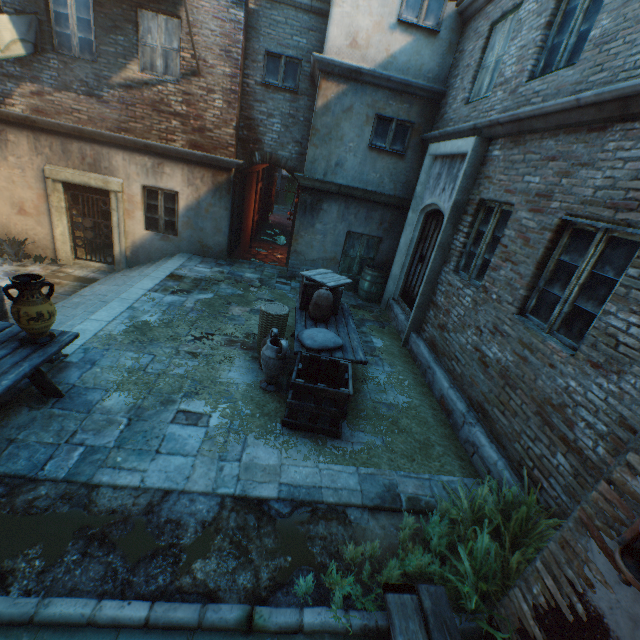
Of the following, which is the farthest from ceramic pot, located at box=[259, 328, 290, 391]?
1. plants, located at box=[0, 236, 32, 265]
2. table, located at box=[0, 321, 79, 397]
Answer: plants, located at box=[0, 236, 32, 265]

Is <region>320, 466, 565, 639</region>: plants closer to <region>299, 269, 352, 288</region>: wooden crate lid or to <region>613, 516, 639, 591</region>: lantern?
<region>613, 516, 639, 591</region>: lantern

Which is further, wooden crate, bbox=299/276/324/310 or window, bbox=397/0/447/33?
window, bbox=397/0/447/33

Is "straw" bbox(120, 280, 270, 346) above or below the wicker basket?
below

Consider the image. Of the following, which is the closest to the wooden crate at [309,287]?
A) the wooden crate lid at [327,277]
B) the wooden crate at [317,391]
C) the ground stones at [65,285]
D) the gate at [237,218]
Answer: the wooden crate lid at [327,277]

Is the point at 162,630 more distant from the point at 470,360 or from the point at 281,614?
the point at 470,360

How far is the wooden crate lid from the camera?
5.8 meters

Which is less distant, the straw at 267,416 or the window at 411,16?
the straw at 267,416
